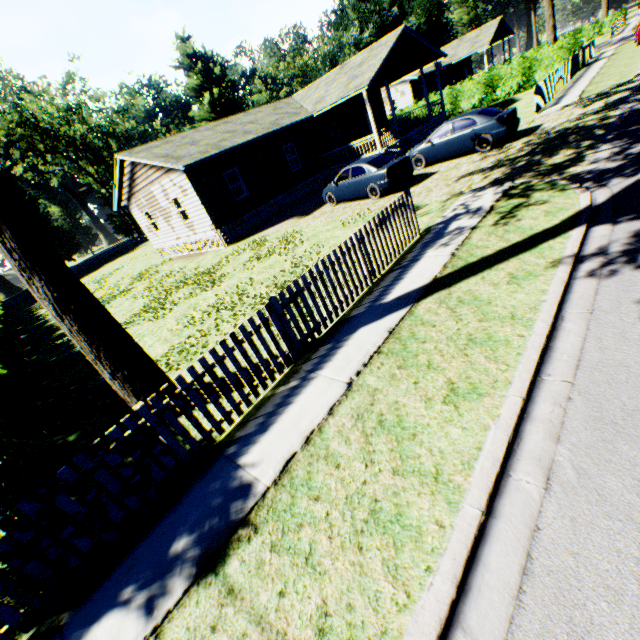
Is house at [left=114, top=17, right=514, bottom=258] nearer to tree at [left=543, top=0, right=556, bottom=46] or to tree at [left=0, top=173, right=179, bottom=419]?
tree at [left=543, top=0, right=556, bottom=46]

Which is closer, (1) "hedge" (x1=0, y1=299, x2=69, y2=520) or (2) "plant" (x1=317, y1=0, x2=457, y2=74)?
(1) "hedge" (x1=0, y1=299, x2=69, y2=520)

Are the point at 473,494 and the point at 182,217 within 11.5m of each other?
no

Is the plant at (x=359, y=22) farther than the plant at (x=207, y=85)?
No

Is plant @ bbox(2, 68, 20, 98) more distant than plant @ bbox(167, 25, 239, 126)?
No

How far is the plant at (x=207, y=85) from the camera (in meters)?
51.16

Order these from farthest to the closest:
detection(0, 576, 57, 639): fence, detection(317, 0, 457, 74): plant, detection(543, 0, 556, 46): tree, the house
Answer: detection(317, 0, 457, 74): plant
detection(543, 0, 556, 46): tree
the house
detection(0, 576, 57, 639): fence

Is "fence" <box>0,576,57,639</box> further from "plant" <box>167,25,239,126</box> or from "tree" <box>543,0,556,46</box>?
"tree" <box>543,0,556,46</box>
